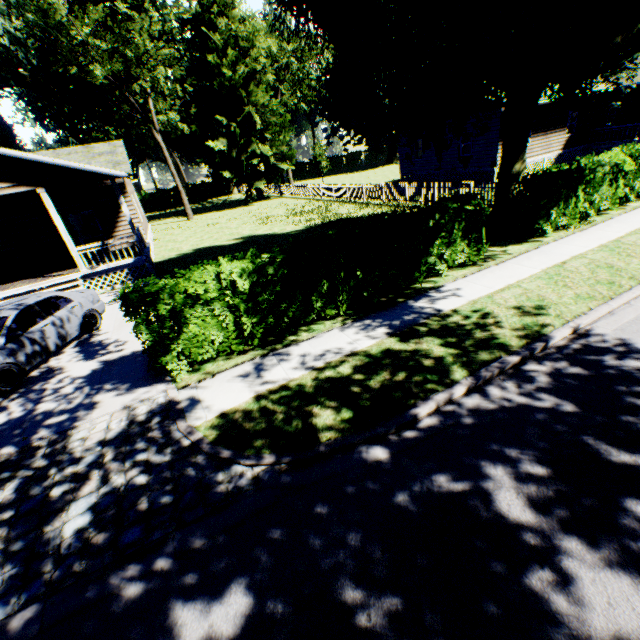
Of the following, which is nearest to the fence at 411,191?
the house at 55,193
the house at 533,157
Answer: the house at 533,157

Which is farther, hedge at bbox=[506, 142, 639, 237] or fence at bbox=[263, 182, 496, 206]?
fence at bbox=[263, 182, 496, 206]

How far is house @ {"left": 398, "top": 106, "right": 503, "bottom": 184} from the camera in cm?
2134

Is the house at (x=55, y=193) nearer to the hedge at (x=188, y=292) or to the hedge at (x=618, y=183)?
the hedge at (x=188, y=292)

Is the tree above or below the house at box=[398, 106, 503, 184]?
above

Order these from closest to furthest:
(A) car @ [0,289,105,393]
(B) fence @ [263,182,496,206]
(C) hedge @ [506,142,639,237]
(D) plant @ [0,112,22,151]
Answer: (A) car @ [0,289,105,393]
(C) hedge @ [506,142,639,237]
(B) fence @ [263,182,496,206]
(D) plant @ [0,112,22,151]

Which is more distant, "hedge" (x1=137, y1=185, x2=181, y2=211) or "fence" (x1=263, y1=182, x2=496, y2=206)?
"hedge" (x1=137, y1=185, x2=181, y2=211)

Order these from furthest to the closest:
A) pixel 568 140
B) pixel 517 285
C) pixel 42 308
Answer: pixel 568 140, pixel 42 308, pixel 517 285
